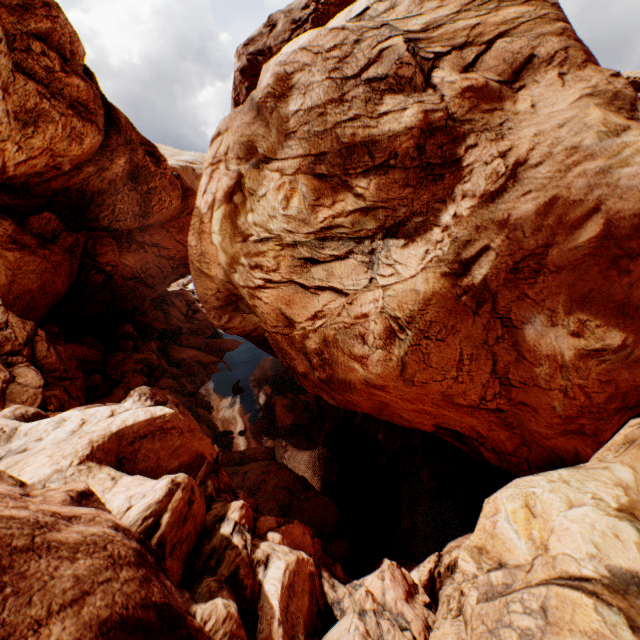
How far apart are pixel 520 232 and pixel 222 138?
16.8 meters
